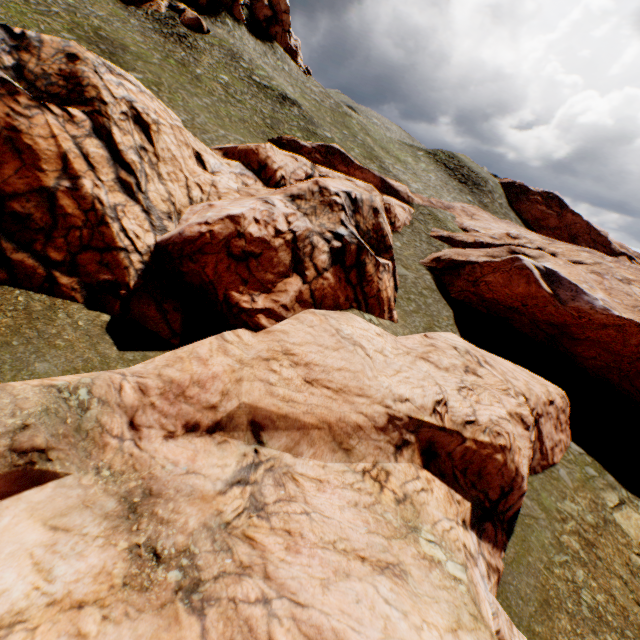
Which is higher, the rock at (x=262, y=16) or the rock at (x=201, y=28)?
the rock at (x=262, y=16)

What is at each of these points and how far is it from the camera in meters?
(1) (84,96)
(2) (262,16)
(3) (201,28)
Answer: (1) rock, 14.3 m
(2) rock, 55.7 m
(3) rock, 43.3 m

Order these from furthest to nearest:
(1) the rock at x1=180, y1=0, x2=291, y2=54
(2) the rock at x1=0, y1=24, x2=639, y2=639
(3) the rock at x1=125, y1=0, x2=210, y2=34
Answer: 1. (1) the rock at x1=180, y1=0, x2=291, y2=54
2. (3) the rock at x1=125, y1=0, x2=210, y2=34
3. (2) the rock at x1=0, y1=24, x2=639, y2=639

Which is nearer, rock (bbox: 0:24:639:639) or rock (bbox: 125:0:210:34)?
rock (bbox: 0:24:639:639)

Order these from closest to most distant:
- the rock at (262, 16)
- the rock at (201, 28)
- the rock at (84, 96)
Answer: the rock at (84, 96)
the rock at (201, 28)
the rock at (262, 16)

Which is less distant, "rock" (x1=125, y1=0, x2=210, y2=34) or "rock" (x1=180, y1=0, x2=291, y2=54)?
"rock" (x1=125, y1=0, x2=210, y2=34)

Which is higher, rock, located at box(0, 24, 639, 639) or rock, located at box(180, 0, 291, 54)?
rock, located at box(180, 0, 291, 54)
